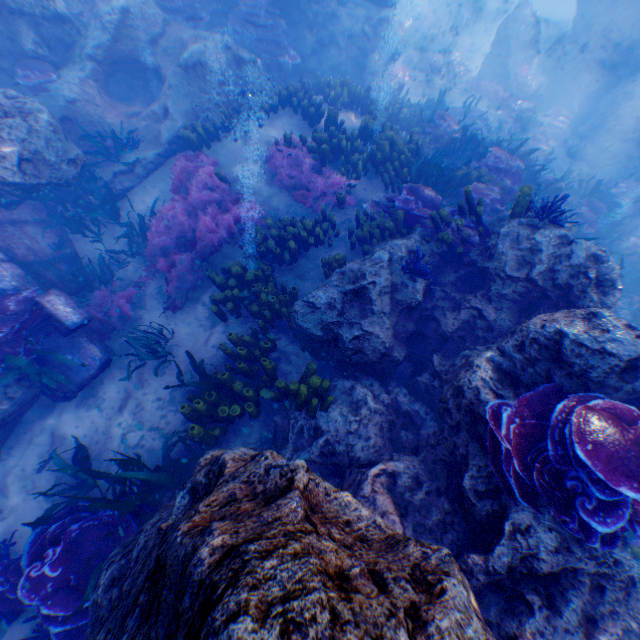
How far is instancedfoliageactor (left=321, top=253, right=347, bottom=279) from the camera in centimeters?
614cm

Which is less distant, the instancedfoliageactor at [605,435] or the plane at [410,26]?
the instancedfoliageactor at [605,435]

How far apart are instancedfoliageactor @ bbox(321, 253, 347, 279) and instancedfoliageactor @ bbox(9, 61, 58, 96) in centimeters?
788cm

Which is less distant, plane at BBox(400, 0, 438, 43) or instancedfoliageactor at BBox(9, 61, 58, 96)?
instancedfoliageactor at BBox(9, 61, 58, 96)

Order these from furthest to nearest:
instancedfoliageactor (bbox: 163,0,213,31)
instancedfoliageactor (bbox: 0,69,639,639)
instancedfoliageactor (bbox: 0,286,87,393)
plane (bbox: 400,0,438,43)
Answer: plane (bbox: 400,0,438,43)
instancedfoliageactor (bbox: 163,0,213,31)
instancedfoliageactor (bbox: 0,286,87,393)
instancedfoliageactor (bbox: 0,69,639,639)

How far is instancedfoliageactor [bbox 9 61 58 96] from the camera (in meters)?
7.52

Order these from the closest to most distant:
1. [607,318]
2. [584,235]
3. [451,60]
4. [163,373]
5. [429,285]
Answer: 1. [607,318]
2. [429,285]
3. [163,373]
4. [584,235]
5. [451,60]

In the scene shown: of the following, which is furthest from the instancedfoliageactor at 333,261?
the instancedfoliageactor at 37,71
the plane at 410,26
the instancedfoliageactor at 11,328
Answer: the plane at 410,26
